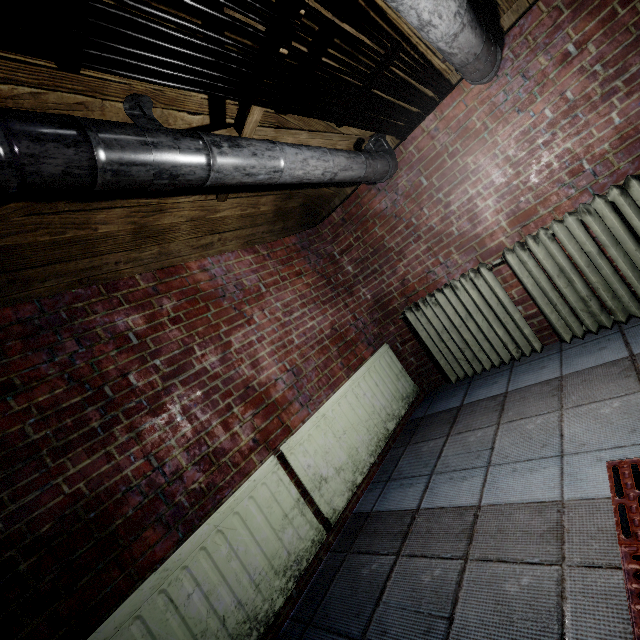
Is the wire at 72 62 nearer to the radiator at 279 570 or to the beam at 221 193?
the beam at 221 193

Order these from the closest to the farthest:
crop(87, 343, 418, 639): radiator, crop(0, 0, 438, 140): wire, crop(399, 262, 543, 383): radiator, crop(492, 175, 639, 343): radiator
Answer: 1. crop(0, 0, 438, 140): wire
2. crop(87, 343, 418, 639): radiator
3. crop(492, 175, 639, 343): radiator
4. crop(399, 262, 543, 383): radiator

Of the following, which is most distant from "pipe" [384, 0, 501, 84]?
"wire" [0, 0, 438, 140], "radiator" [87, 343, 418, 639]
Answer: "radiator" [87, 343, 418, 639]

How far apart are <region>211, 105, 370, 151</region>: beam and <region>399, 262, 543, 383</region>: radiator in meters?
1.3

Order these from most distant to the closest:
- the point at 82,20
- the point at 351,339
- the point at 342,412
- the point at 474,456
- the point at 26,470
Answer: the point at 351,339 → the point at 342,412 → the point at 474,456 → the point at 26,470 → the point at 82,20

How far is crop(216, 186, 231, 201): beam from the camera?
2.23m

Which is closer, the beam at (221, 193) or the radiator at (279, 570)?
the radiator at (279, 570)
